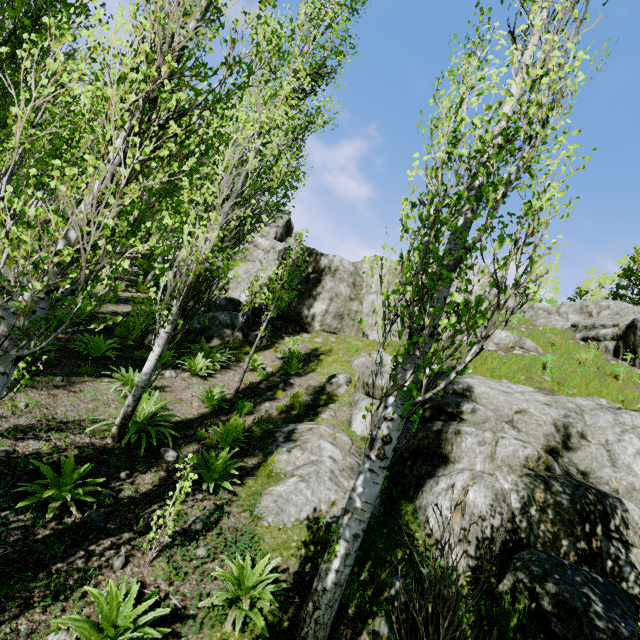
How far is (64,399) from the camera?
6.4m

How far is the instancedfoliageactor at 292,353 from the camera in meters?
11.6 m

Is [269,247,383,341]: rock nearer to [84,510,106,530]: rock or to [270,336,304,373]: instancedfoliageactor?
[270,336,304,373]: instancedfoliageactor

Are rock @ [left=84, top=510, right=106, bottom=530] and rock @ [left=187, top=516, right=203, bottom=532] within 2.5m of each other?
yes

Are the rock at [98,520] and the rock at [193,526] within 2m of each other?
yes

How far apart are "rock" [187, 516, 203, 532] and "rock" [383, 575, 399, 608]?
2.7m

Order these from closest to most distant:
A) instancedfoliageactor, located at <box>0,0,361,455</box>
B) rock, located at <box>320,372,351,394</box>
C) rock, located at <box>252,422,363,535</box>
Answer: instancedfoliageactor, located at <box>0,0,361,455</box>, rock, located at <box>252,422,363,535</box>, rock, located at <box>320,372,351,394</box>

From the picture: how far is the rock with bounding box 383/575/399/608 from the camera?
4.2m
